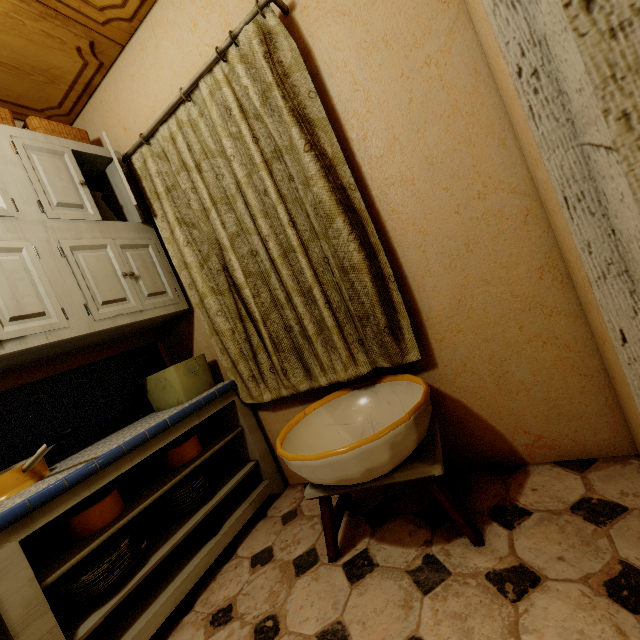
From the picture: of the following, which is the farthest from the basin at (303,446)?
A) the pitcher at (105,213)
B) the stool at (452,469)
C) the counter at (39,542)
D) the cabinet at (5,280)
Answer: the pitcher at (105,213)

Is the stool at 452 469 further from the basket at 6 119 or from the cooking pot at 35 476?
the basket at 6 119

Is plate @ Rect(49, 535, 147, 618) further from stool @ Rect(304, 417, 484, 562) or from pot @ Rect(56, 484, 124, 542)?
stool @ Rect(304, 417, 484, 562)

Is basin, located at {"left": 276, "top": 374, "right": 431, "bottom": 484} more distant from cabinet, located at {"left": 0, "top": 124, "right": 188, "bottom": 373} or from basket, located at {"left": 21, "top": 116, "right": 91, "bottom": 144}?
basket, located at {"left": 21, "top": 116, "right": 91, "bottom": 144}

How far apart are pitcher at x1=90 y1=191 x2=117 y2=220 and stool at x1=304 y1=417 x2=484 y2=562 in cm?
192

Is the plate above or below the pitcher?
below

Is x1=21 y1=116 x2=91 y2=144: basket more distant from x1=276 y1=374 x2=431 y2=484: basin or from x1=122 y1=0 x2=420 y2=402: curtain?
x1=276 y1=374 x2=431 y2=484: basin

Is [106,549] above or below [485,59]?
below
